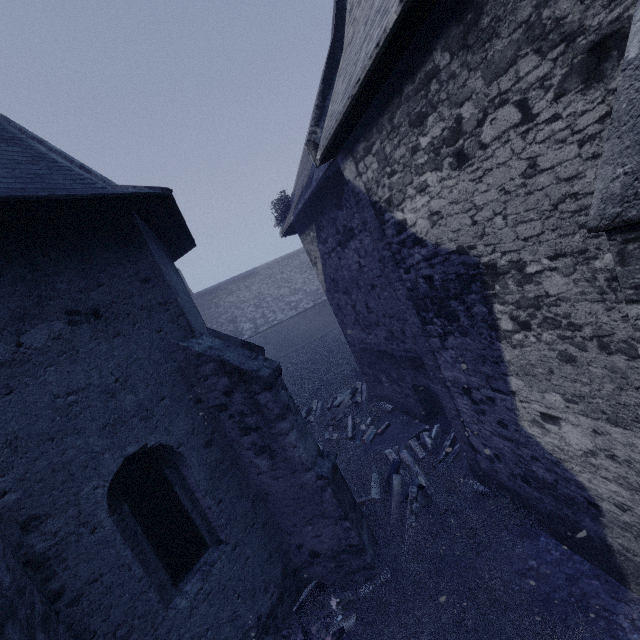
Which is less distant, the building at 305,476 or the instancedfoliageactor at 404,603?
the building at 305,476

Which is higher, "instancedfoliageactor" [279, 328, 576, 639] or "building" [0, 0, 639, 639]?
"building" [0, 0, 639, 639]

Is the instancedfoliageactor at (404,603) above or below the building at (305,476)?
below

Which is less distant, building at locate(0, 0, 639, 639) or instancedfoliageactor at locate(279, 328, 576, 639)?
building at locate(0, 0, 639, 639)

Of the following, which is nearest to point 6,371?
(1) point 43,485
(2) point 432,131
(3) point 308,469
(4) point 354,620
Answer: (1) point 43,485
